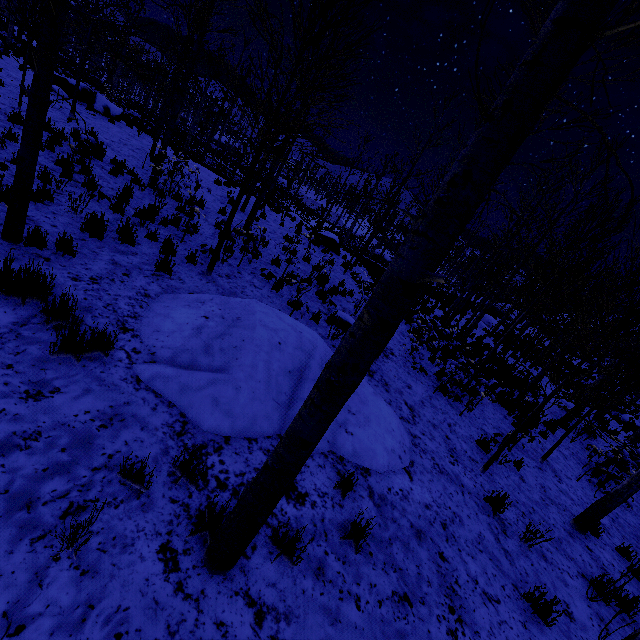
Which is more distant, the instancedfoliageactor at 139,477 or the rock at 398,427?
the rock at 398,427

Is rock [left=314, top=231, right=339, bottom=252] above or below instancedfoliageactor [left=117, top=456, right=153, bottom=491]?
above

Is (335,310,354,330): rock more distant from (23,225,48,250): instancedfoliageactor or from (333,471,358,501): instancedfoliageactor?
(23,225,48,250): instancedfoliageactor

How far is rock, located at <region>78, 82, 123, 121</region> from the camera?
15.5m

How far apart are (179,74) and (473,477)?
15.43m

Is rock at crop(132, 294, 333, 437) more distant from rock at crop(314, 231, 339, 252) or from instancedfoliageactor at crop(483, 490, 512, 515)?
rock at crop(314, 231, 339, 252)

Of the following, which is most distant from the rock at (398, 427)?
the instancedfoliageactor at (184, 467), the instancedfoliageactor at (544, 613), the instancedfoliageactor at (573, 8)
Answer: the instancedfoliageactor at (544, 613)

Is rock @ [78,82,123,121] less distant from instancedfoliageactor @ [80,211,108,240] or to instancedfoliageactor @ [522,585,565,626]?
instancedfoliageactor @ [80,211,108,240]
